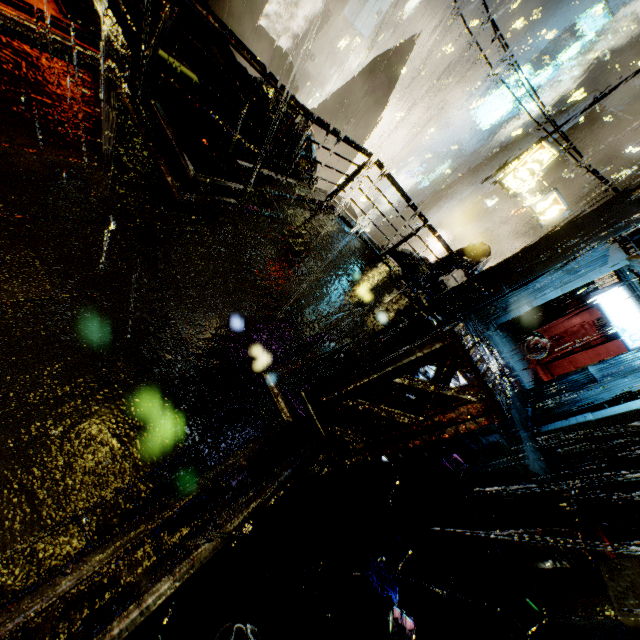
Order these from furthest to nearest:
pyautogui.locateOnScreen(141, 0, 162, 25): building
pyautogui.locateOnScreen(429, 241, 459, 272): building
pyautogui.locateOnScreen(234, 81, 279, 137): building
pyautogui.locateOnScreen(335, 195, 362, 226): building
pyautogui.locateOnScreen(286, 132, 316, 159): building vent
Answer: pyautogui.locateOnScreen(335, 195, 362, 226): building < pyautogui.locateOnScreen(429, 241, 459, 272): building < pyautogui.locateOnScreen(286, 132, 316, 159): building vent < pyautogui.locateOnScreen(234, 81, 279, 137): building < pyautogui.locateOnScreen(141, 0, 162, 25): building

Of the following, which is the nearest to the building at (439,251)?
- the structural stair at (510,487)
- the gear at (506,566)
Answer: the structural stair at (510,487)

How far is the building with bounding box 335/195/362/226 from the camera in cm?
2006

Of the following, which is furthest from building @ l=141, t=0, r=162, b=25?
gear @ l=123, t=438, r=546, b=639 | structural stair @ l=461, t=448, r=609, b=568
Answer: gear @ l=123, t=438, r=546, b=639

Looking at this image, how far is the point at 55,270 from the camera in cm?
295

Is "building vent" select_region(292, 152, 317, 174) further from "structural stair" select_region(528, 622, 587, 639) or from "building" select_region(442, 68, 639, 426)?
"structural stair" select_region(528, 622, 587, 639)

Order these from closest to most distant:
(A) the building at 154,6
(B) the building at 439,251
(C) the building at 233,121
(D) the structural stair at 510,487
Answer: (D) the structural stair at 510,487 → (C) the building at 233,121 → (A) the building at 154,6 → (B) the building at 439,251

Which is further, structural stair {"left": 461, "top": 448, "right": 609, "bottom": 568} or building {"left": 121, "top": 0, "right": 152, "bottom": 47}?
building {"left": 121, "top": 0, "right": 152, "bottom": 47}
